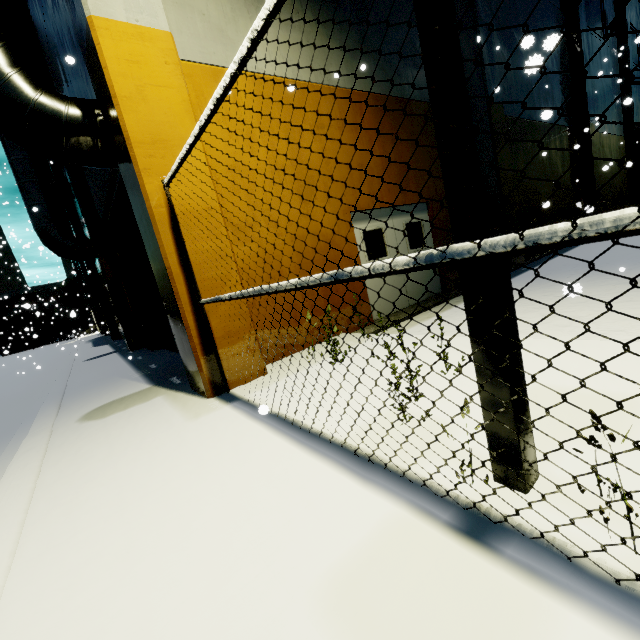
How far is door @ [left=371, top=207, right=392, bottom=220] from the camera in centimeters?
749cm

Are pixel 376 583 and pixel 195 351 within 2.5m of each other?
no

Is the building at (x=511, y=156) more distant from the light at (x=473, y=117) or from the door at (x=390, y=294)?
the light at (x=473, y=117)

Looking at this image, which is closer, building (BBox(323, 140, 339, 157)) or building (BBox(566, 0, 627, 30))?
building (BBox(323, 140, 339, 157))

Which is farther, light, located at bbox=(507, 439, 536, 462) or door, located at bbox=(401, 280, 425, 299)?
door, located at bbox=(401, 280, 425, 299)

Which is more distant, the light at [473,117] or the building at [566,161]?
the building at [566,161]

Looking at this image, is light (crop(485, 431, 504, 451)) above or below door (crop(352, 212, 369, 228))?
below

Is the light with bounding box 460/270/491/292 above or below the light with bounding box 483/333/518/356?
above
